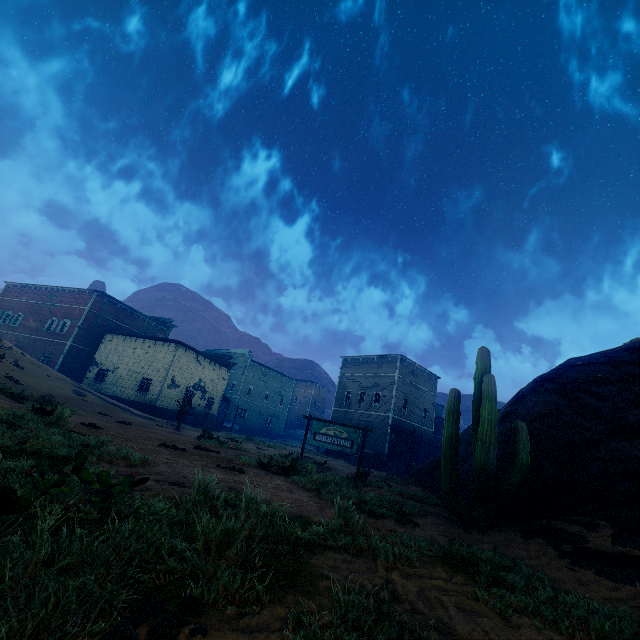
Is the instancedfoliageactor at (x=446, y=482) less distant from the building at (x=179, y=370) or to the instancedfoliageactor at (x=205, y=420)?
the building at (x=179, y=370)

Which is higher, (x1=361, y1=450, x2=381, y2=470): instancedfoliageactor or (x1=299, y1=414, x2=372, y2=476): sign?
(x1=299, y1=414, x2=372, y2=476): sign

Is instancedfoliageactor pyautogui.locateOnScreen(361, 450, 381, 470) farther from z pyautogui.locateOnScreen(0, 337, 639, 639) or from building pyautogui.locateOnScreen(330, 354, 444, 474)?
building pyautogui.locateOnScreen(330, 354, 444, 474)

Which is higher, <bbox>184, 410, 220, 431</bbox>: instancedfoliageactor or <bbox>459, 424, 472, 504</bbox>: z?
<bbox>459, 424, 472, 504</bbox>: z

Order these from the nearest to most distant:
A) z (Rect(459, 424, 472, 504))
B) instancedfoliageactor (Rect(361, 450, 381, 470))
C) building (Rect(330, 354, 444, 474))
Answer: z (Rect(459, 424, 472, 504))
instancedfoliageactor (Rect(361, 450, 381, 470))
building (Rect(330, 354, 444, 474))

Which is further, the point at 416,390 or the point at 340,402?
the point at 340,402

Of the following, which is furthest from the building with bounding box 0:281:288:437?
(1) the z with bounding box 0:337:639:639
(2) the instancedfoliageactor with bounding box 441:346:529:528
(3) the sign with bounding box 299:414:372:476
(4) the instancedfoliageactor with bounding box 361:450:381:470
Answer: (2) the instancedfoliageactor with bounding box 441:346:529:528

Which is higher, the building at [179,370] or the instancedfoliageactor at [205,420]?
the building at [179,370]
